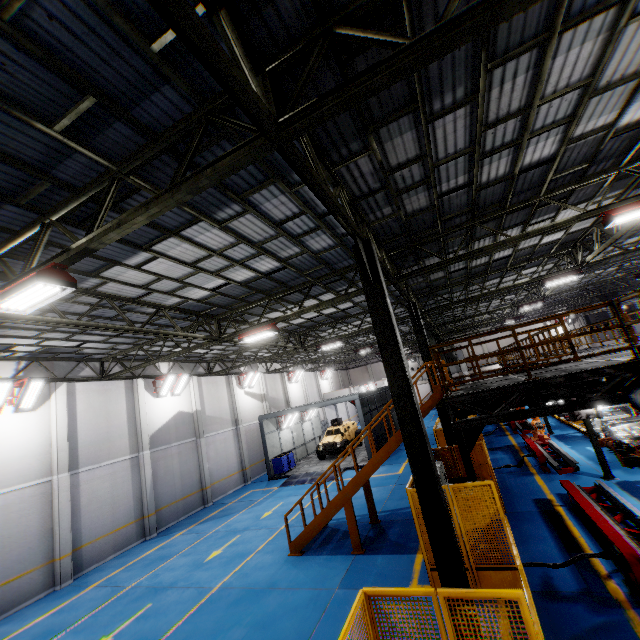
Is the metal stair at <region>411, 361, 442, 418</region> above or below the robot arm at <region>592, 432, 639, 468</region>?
above

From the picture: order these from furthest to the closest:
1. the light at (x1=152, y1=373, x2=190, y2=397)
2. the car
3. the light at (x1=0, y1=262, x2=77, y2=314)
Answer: the car, the light at (x1=152, y1=373, x2=190, y2=397), the light at (x1=0, y1=262, x2=77, y2=314)

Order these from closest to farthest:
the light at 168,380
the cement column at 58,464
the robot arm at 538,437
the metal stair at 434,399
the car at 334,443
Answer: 1. the metal stair at 434,399
2. the cement column at 58,464
3. the robot arm at 538,437
4. the light at 168,380
5. the car at 334,443

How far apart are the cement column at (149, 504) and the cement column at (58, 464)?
3.3 meters

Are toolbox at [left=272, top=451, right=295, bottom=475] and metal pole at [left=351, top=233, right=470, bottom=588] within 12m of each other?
no

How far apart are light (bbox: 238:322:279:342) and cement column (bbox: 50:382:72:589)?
8.6m

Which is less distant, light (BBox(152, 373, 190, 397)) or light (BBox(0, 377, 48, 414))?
light (BBox(0, 377, 48, 414))

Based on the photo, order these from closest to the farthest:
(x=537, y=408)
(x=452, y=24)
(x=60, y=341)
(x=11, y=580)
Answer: (x=452, y=24)
(x=537, y=408)
(x=11, y=580)
(x=60, y=341)
